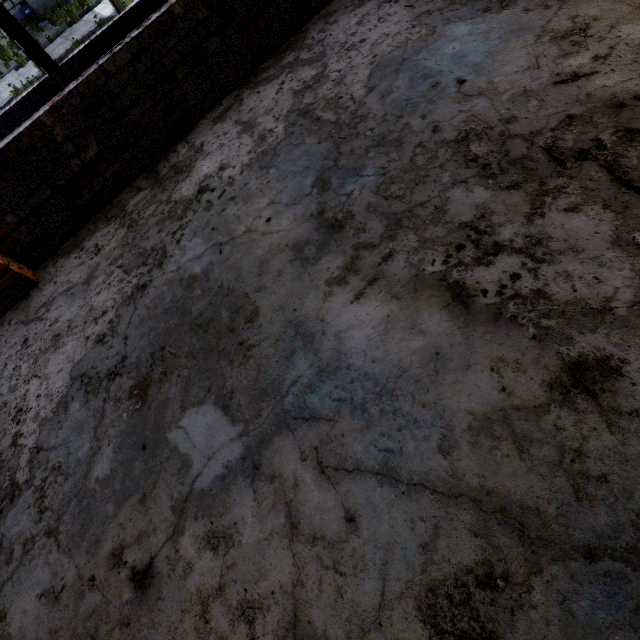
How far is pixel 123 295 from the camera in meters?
2.2 m
